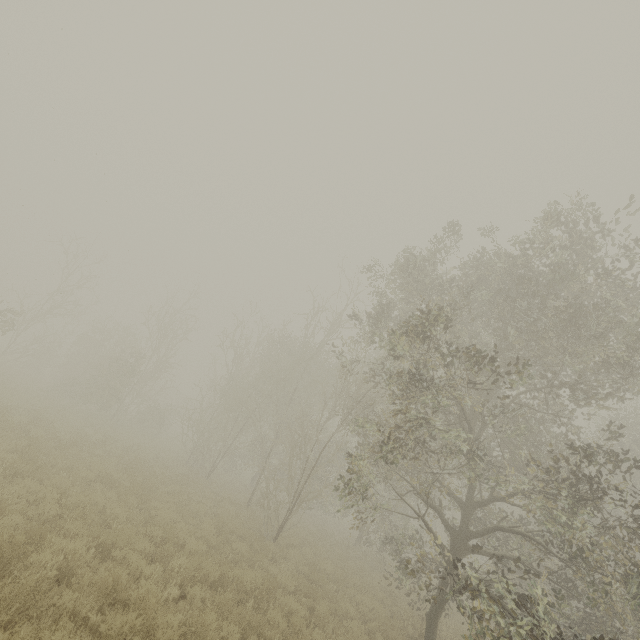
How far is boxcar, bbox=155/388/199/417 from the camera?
54.4 meters

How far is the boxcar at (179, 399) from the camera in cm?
5441

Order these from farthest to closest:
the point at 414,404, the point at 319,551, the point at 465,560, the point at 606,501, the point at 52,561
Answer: the point at 465,560
the point at 606,501
the point at 319,551
the point at 414,404
the point at 52,561

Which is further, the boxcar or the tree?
the boxcar

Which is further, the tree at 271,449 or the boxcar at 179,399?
the boxcar at 179,399
